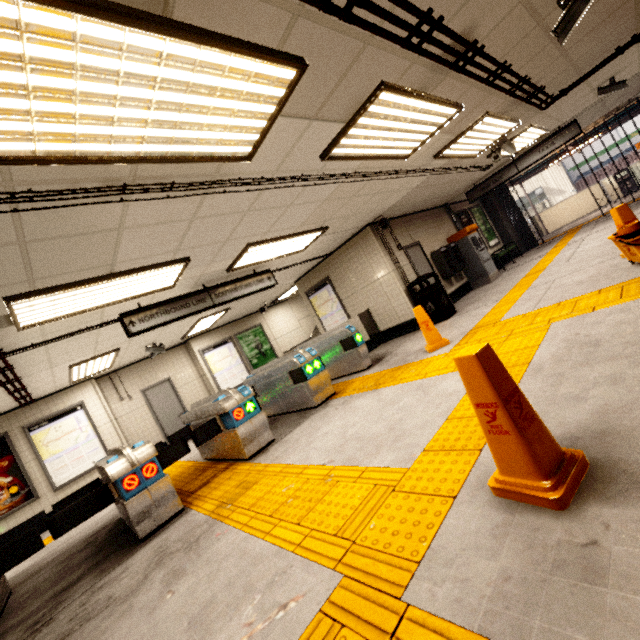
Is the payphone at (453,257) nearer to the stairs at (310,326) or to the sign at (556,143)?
the stairs at (310,326)

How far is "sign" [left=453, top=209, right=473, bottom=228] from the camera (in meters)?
11.38

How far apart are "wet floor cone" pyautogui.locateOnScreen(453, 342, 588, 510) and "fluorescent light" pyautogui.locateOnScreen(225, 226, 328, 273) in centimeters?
417cm

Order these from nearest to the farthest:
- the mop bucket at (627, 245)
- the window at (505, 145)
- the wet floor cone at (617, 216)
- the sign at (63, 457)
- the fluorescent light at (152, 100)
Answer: the fluorescent light at (152, 100)
the mop bucket at (627, 245)
the wet floor cone at (617, 216)
the window at (505, 145)
the sign at (63, 457)

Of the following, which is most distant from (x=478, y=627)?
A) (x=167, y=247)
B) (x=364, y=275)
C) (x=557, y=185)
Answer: (x=557, y=185)

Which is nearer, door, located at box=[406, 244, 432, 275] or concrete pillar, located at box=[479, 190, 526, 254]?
door, located at box=[406, 244, 432, 275]

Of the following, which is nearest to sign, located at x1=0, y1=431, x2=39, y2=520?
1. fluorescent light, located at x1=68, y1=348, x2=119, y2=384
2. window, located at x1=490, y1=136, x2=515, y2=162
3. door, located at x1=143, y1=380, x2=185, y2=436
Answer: fluorescent light, located at x1=68, y1=348, x2=119, y2=384

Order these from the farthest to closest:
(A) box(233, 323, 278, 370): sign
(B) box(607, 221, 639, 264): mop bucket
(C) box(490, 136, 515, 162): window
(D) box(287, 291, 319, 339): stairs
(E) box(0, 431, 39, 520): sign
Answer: (D) box(287, 291, 319, 339): stairs, (A) box(233, 323, 278, 370): sign, (E) box(0, 431, 39, 520): sign, (C) box(490, 136, 515, 162): window, (B) box(607, 221, 639, 264): mop bucket
